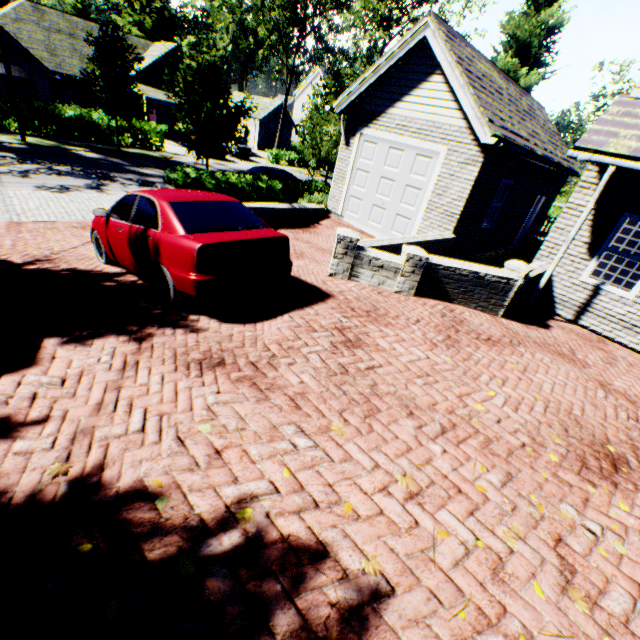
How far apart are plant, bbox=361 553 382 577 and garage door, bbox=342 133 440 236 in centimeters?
976cm

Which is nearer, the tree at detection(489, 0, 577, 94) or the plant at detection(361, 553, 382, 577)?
the plant at detection(361, 553, 382, 577)

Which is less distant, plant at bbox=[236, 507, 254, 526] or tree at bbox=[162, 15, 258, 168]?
plant at bbox=[236, 507, 254, 526]

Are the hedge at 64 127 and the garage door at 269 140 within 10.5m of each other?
no

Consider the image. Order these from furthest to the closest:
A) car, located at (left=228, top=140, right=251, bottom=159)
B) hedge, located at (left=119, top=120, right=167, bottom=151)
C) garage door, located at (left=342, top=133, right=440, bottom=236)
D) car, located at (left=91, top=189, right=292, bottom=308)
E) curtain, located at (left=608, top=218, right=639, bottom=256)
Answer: car, located at (left=228, top=140, right=251, bottom=159) → hedge, located at (left=119, top=120, right=167, bottom=151) → garage door, located at (left=342, top=133, right=440, bottom=236) → curtain, located at (left=608, top=218, right=639, bottom=256) → car, located at (left=91, top=189, right=292, bottom=308)

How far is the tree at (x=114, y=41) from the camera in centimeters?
1756cm

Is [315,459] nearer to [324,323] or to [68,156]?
[324,323]

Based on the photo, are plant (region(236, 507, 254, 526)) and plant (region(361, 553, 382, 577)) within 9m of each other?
yes
